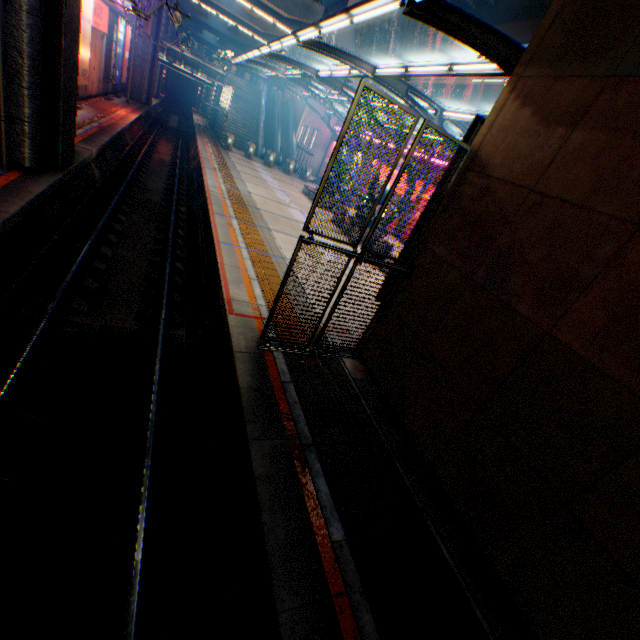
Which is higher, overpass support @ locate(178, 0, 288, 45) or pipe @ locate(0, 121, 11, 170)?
overpass support @ locate(178, 0, 288, 45)

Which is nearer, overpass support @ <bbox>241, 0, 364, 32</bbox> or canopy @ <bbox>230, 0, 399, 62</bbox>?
canopy @ <bbox>230, 0, 399, 62</bbox>

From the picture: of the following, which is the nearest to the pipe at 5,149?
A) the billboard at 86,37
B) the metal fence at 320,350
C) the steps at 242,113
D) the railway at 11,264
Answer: the railway at 11,264

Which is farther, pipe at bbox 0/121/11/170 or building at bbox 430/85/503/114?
building at bbox 430/85/503/114

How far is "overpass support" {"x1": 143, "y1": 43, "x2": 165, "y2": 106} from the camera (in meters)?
31.80

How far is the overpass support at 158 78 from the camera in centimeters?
3180cm

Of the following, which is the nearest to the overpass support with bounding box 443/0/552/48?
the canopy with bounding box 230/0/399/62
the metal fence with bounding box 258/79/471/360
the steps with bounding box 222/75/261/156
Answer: the metal fence with bounding box 258/79/471/360

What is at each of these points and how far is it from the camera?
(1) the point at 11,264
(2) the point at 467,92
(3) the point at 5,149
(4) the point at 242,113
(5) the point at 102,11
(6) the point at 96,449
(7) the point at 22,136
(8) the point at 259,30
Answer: (1) railway, 7.0 meters
(2) building, 48.5 meters
(3) pipe, 8.5 meters
(4) steps, 35.9 meters
(5) sign, 20.9 meters
(6) railway, 4.9 meters
(7) overpass support, 8.7 meters
(8) overpass support, 43.3 meters
